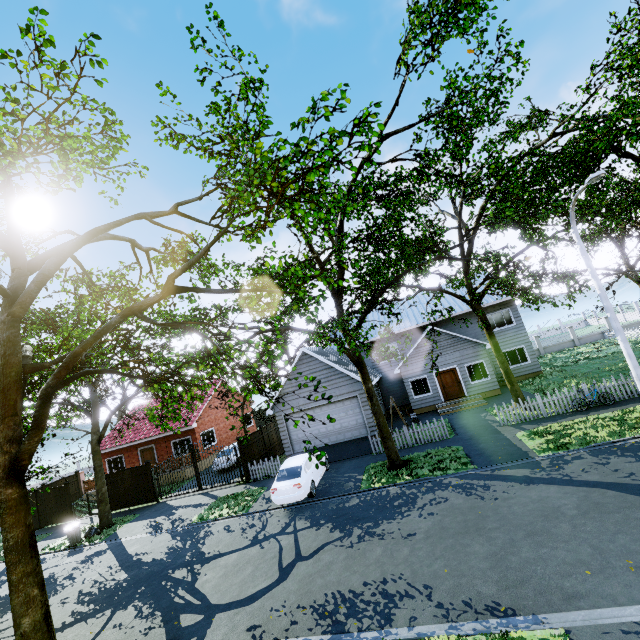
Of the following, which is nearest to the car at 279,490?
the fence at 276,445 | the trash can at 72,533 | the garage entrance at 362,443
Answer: the garage entrance at 362,443

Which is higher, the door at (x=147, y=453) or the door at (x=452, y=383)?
the door at (x=147, y=453)

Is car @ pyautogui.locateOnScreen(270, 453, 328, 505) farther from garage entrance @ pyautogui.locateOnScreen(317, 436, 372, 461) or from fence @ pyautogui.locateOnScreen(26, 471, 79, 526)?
fence @ pyautogui.locateOnScreen(26, 471, 79, 526)

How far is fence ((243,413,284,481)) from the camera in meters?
18.6 m

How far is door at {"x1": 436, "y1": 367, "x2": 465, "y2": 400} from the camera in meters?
22.6

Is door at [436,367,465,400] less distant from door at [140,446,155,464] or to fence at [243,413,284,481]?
fence at [243,413,284,481]

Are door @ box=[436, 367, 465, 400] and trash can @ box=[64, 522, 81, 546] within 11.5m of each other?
no

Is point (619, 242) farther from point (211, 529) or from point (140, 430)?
point (140, 430)
